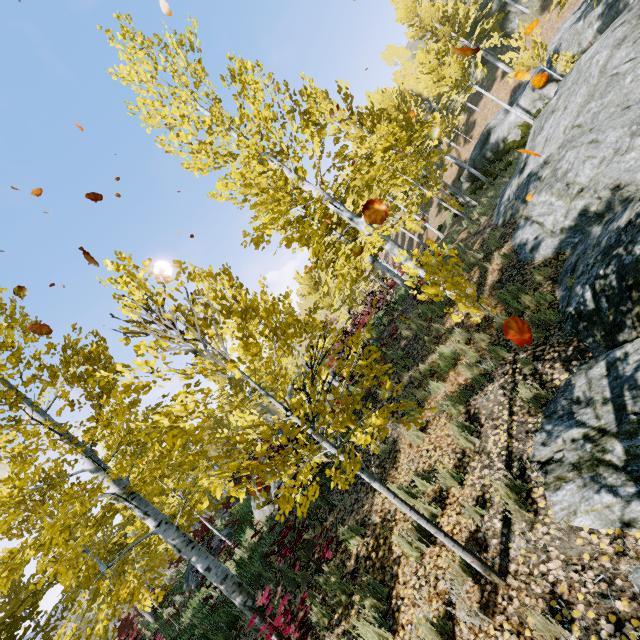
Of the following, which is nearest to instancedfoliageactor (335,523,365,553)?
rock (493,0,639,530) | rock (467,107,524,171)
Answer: rock (493,0,639,530)

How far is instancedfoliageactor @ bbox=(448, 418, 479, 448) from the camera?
4.9m

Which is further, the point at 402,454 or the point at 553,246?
the point at 553,246

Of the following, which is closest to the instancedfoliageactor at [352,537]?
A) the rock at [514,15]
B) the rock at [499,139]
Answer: the rock at [499,139]

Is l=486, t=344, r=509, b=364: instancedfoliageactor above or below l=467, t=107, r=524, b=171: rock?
below

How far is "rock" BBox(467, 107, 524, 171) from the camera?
21.7m

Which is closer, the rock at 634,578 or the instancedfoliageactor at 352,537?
the rock at 634,578

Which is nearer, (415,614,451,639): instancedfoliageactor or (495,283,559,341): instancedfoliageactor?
(415,614,451,639): instancedfoliageactor
